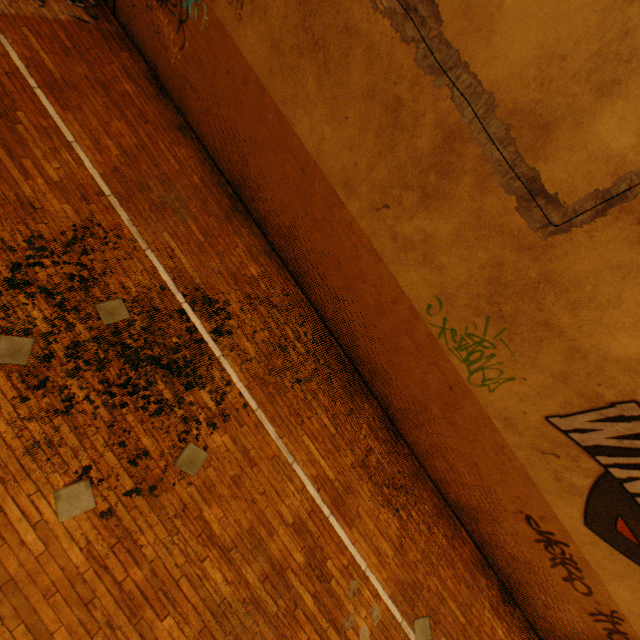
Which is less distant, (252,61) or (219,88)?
(252,61)
